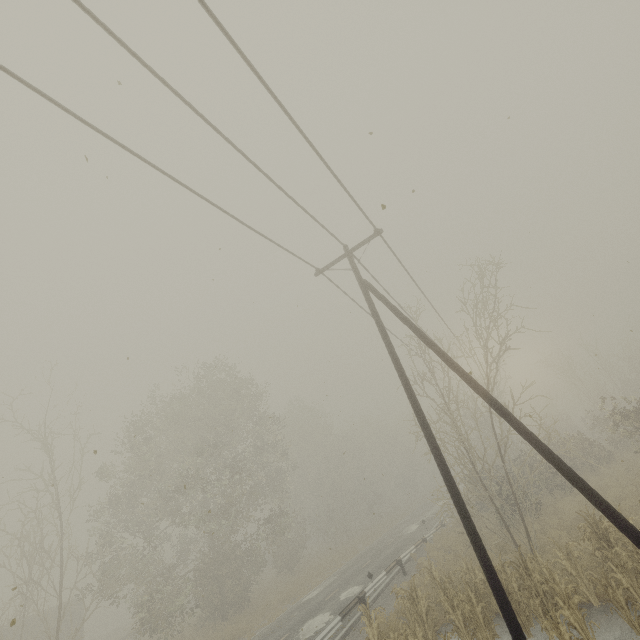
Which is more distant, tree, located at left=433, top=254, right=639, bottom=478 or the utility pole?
tree, located at left=433, top=254, right=639, bottom=478

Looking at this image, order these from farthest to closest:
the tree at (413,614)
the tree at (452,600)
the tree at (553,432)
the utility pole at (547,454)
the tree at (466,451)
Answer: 1. the tree at (553,432)
2. the tree at (413,614)
3. the tree at (452,600)
4. the tree at (466,451)
5. the utility pole at (547,454)

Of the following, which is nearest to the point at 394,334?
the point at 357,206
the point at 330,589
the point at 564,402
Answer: the point at 357,206

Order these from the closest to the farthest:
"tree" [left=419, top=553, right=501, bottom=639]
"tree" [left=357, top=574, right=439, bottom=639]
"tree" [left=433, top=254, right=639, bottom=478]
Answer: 1. "tree" [left=419, top=553, right=501, bottom=639]
2. "tree" [left=357, top=574, right=439, bottom=639]
3. "tree" [left=433, top=254, right=639, bottom=478]

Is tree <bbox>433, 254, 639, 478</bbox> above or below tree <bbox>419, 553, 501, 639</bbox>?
above

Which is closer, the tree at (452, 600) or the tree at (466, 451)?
the tree at (466, 451)
